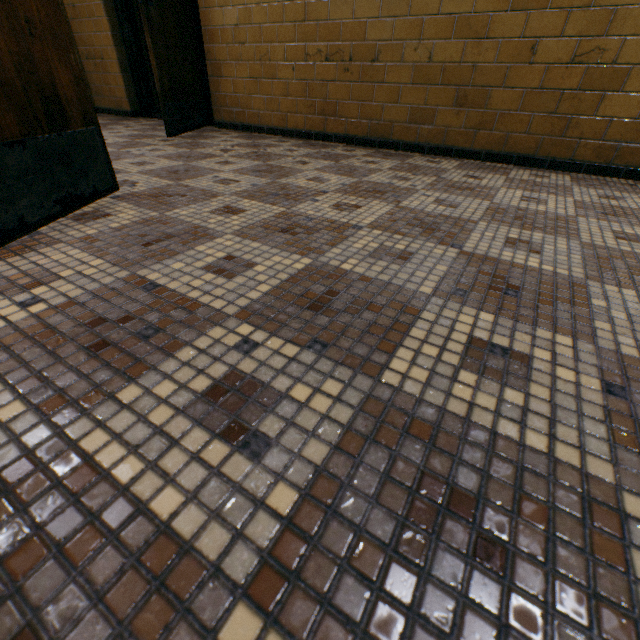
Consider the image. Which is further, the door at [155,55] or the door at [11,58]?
the door at [155,55]

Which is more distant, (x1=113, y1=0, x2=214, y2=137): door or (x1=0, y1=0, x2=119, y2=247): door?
(x1=113, y1=0, x2=214, y2=137): door

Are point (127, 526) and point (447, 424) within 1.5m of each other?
yes
